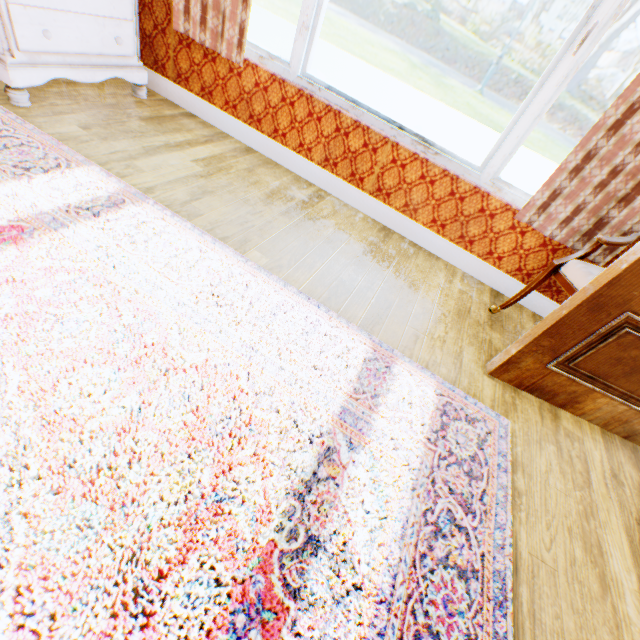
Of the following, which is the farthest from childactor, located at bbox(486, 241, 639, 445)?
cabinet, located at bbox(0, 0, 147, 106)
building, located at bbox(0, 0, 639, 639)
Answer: cabinet, located at bbox(0, 0, 147, 106)

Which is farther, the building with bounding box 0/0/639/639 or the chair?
the chair

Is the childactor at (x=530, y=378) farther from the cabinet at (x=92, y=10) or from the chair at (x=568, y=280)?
the cabinet at (x=92, y=10)

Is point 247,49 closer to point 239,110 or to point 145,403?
point 239,110

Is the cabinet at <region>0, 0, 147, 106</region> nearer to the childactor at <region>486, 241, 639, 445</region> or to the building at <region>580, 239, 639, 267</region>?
the building at <region>580, 239, 639, 267</region>

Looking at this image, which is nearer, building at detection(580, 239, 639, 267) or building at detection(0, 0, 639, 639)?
building at detection(0, 0, 639, 639)

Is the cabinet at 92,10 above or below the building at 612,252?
below

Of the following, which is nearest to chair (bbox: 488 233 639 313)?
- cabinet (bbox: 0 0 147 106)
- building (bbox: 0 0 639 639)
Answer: building (bbox: 0 0 639 639)
